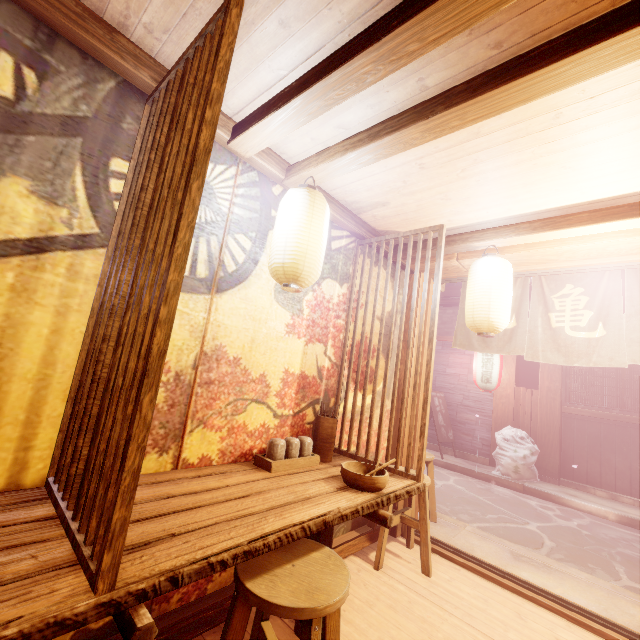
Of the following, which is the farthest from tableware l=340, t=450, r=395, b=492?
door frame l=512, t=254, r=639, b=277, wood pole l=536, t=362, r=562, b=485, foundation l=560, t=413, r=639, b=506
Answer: wood pole l=536, t=362, r=562, b=485

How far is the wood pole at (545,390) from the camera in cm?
1206

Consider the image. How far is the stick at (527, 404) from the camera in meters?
12.8 m

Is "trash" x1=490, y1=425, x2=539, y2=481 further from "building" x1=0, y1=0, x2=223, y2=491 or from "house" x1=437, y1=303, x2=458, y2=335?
"house" x1=437, y1=303, x2=458, y2=335

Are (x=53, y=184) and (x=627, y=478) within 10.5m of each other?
no

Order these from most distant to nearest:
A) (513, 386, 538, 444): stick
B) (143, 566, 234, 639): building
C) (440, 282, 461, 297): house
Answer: (440, 282, 461, 297): house < (513, 386, 538, 444): stick < (143, 566, 234, 639): building

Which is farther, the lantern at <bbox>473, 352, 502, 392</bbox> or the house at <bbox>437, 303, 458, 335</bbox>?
the house at <bbox>437, 303, 458, 335</bbox>

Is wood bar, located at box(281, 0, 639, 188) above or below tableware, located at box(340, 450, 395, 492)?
above
